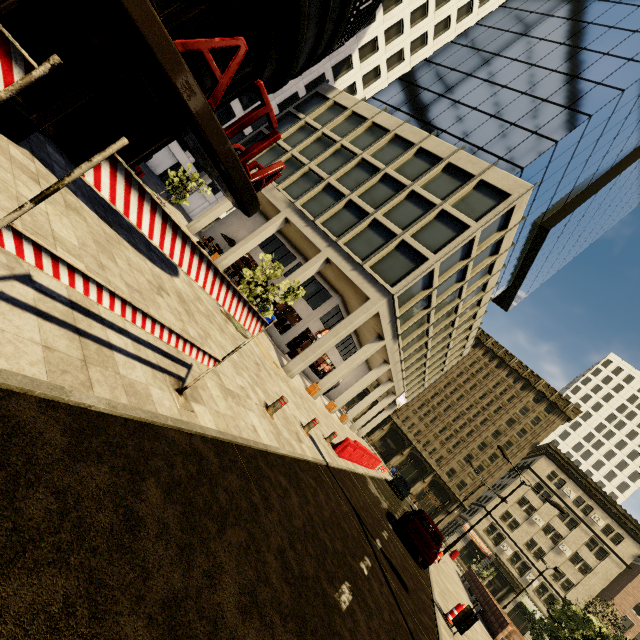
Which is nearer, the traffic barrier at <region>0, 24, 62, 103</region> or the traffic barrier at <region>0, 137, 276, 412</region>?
the traffic barrier at <region>0, 24, 62, 103</region>

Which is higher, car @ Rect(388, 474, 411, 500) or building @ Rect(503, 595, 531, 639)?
building @ Rect(503, 595, 531, 639)

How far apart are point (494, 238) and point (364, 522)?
17.72m

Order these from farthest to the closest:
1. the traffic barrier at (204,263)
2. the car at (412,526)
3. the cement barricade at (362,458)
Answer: the cement barricade at (362,458) < the car at (412,526) < the traffic barrier at (204,263)

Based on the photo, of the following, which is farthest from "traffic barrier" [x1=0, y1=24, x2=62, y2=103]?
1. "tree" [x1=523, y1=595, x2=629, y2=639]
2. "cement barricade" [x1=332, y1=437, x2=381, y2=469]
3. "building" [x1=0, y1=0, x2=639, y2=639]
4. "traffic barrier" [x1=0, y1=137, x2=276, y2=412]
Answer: "tree" [x1=523, y1=595, x2=629, y2=639]

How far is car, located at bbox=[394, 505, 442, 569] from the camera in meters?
12.5

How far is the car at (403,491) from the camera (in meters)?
27.53
